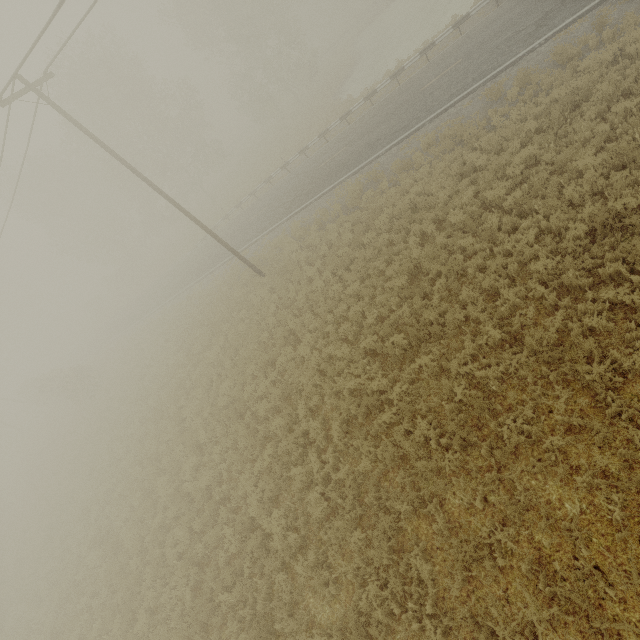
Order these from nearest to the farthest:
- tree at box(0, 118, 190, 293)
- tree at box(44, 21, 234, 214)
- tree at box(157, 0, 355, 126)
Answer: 1. tree at box(44, 21, 234, 214)
2. tree at box(157, 0, 355, 126)
3. tree at box(0, 118, 190, 293)

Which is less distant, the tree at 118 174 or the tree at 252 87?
the tree at 252 87

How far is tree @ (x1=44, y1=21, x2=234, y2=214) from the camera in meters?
29.0 m

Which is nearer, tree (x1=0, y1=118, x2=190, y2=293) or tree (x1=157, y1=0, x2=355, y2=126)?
tree (x1=157, y1=0, x2=355, y2=126)

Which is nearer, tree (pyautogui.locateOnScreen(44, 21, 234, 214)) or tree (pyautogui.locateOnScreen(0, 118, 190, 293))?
tree (pyautogui.locateOnScreen(44, 21, 234, 214))

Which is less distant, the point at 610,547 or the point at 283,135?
the point at 610,547

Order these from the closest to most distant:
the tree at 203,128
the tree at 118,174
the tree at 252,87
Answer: the tree at 203,128
the tree at 252,87
the tree at 118,174
